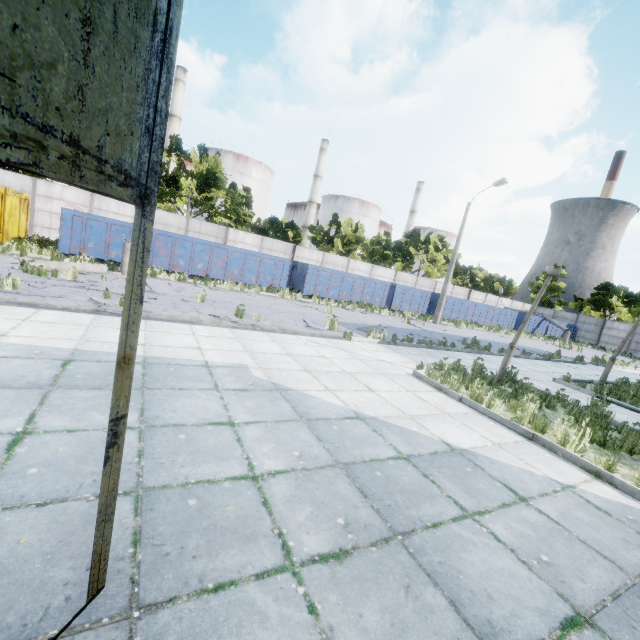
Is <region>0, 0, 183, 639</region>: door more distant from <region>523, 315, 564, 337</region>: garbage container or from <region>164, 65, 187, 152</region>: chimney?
<region>164, 65, 187, 152</region>: chimney

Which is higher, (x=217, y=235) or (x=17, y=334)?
(x=217, y=235)

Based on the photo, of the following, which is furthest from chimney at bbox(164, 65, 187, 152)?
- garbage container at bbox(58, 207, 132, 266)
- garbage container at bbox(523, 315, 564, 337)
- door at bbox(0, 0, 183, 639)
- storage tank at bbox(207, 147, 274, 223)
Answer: door at bbox(0, 0, 183, 639)

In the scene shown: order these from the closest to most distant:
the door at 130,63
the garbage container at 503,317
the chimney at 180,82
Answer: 1. the door at 130,63
2. the garbage container at 503,317
3. the chimney at 180,82

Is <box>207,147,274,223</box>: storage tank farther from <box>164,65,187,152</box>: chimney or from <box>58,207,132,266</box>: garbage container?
<box>58,207,132,266</box>: garbage container

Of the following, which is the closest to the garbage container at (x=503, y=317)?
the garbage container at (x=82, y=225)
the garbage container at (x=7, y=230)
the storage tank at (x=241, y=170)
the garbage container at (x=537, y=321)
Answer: the garbage container at (x=537, y=321)

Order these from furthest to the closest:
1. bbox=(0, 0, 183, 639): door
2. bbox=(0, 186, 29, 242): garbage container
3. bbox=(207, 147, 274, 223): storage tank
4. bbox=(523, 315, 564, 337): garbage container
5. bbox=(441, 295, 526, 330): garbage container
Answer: bbox=(207, 147, 274, 223): storage tank
bbox=(523, 315, 564, 337): garbage container
bbox=(441, 295, 526, 330): garbage container
bbox=(0, 186, 29, 242): garbage container
bbox=(0, 0, 183, 639): door

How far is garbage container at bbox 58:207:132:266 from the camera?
15.12m
